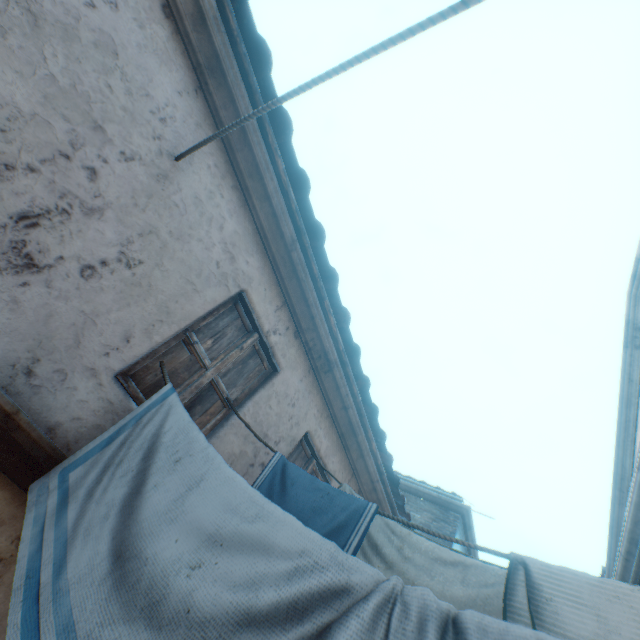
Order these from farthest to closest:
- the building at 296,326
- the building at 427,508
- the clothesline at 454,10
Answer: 1. the building at 427,508
2. the building at 296,326
3. the clothesline at 454,10

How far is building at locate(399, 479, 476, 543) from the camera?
10.0 meters

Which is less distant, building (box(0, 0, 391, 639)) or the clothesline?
the clothesline

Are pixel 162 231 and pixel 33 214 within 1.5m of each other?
yes

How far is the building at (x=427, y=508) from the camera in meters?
10.0

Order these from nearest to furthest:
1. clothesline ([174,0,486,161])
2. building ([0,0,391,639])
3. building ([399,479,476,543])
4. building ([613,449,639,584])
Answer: clothesline ([174,0,486,161])
building ([0,0,391,639])
building ([613,449,639,584])
building ([399,479,476,543])

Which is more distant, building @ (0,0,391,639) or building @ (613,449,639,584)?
building @ (613,449,639,584)
